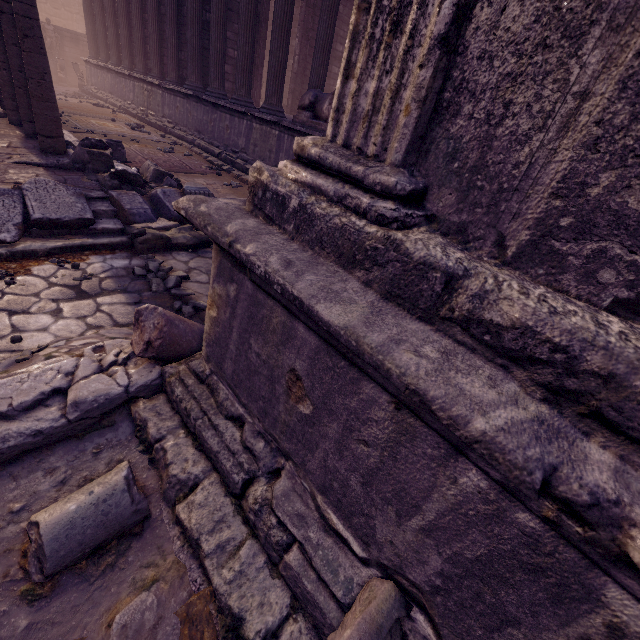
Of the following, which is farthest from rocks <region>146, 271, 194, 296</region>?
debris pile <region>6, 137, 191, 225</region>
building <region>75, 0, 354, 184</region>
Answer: building <region>75, 0, 354, 184</region>

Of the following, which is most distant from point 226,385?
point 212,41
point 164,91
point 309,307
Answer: point 164,91

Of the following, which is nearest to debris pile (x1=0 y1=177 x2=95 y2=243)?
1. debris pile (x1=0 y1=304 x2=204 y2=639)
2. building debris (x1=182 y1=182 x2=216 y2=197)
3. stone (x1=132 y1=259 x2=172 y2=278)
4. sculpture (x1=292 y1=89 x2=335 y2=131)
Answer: building debris (x1=182 y1=182 x2=216 y2=197)

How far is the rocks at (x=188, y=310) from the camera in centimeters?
346cm

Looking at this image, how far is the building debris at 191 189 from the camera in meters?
5.4

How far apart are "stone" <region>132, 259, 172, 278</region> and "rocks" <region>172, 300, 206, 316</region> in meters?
0.6 m

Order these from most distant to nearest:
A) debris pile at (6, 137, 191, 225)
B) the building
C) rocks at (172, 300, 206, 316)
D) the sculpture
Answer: the building
the sculpture
debris pile at (6, 137, 191, 225)
rocks at (172, 300, 206, 316)

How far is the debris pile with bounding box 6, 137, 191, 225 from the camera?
4.75m
